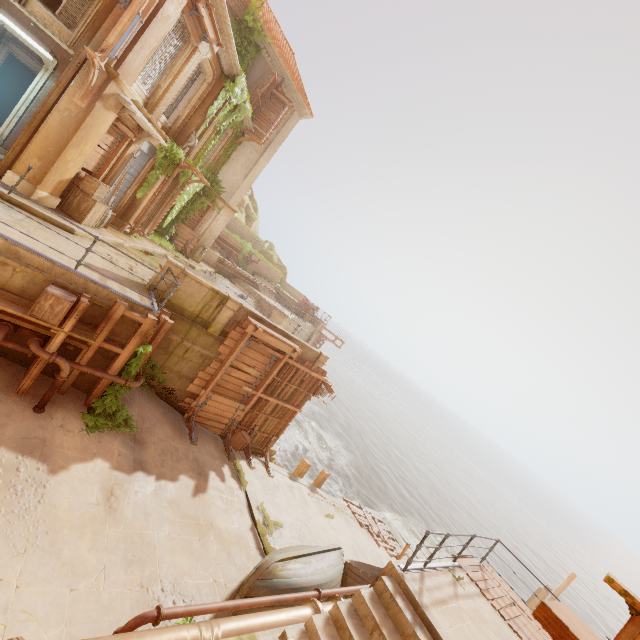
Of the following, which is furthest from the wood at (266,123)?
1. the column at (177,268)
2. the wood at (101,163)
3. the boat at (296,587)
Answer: the boat at (296,587)

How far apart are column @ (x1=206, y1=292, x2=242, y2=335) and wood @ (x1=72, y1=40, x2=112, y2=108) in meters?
6.6 m

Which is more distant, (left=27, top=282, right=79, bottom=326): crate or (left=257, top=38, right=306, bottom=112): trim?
(left=257, top=38, right=306, bottom=112): trim

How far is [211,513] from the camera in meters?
9.2 m

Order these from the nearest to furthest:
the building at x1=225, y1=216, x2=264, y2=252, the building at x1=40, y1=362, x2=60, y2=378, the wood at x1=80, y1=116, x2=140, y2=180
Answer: the building at x1=40, y1=362, x2=60, y2=378 → the wood at x1=80, y1=116, x2=140, y2=180 → the building at x1=225, y1=216, x2=264, y2=252

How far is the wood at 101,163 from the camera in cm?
1105

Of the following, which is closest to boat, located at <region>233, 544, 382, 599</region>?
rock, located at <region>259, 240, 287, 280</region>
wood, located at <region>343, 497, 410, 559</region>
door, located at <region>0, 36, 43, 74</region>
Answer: wood, located at <region>343, 497, 410, 559</region>

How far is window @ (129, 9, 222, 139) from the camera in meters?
11.2 m
